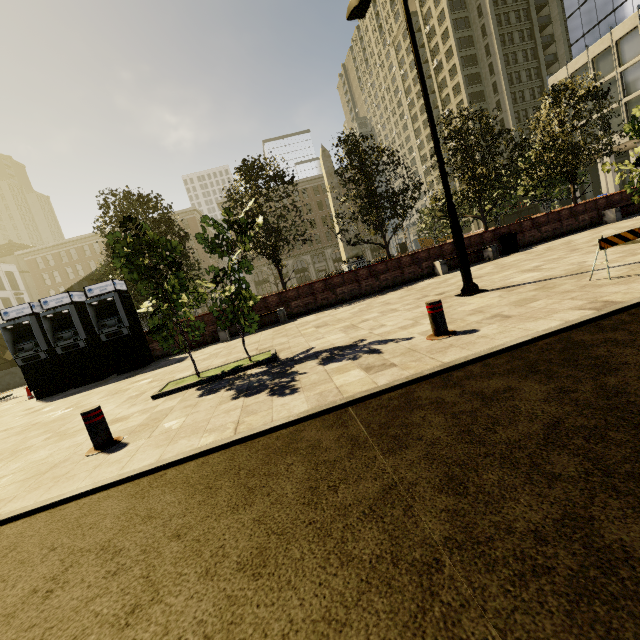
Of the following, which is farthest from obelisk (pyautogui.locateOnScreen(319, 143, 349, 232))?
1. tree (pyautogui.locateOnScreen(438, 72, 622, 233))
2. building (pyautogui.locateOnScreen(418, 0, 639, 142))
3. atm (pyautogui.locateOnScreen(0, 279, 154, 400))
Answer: building (pyautogui.locateOnScreen(418, 0, 639, 142))

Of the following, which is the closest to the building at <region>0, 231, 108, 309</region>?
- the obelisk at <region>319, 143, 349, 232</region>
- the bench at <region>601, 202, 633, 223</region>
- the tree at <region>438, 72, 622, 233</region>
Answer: the tree at <region>438, 72, 622, 233</region>

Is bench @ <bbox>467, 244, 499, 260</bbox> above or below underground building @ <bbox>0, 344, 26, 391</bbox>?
below

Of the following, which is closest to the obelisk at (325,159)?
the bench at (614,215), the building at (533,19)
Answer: the bench at (614,215)

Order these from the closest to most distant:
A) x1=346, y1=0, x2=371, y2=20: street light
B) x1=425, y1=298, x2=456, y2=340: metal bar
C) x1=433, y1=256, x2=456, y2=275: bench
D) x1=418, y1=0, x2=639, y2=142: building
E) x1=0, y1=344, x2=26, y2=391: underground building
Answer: x1=425, y1=298, x2=456, y2=340: metal bar < x1=346, y1=0, x2=371, y2=20: street light < x1=433, y1=256, x2=456, y2=275: bench < x1=0, y1=344, x2=26, y2=391: underground building < x1=418, y1=0, x2=639, y2=142: building

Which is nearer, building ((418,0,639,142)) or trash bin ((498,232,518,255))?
trash bin ((498,232,518,255))

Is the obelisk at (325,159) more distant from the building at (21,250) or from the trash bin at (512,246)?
the building at (21,250)

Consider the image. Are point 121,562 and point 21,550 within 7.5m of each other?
yes
